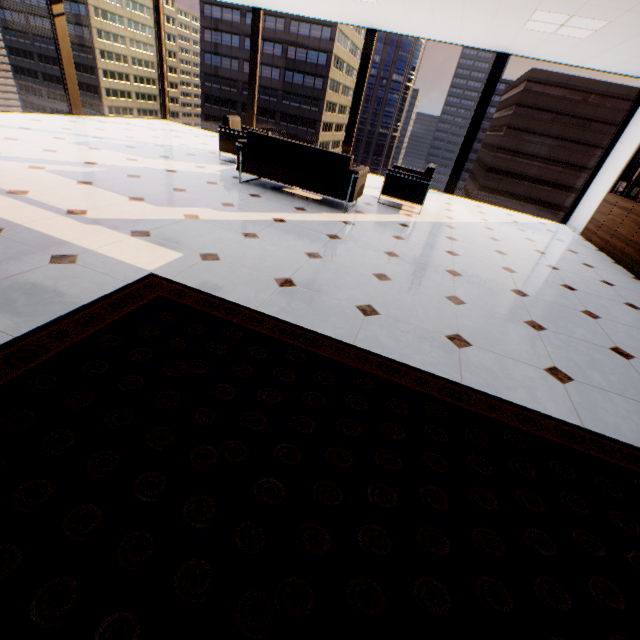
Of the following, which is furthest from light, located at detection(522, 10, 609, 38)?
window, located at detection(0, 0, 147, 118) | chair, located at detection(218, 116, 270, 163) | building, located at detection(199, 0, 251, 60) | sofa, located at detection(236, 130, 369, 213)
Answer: building, located at detection(199, 0, 251, 60)

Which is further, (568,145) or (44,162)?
(568,145)

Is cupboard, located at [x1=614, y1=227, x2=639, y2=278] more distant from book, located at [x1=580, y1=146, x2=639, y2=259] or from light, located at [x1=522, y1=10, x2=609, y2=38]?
light, located at [x1=522, y1=10, x2=609, y2=38]

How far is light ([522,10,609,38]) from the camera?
4.6 meters

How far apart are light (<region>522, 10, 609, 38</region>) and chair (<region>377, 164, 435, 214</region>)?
2.29m

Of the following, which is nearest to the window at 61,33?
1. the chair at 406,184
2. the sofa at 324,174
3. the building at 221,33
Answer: the sofa at 324,174

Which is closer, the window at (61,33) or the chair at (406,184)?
the chair at (406,184)

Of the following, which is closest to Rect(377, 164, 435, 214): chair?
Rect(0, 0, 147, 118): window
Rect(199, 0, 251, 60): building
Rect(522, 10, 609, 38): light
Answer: Rect(522, 10, 609, 38): light
